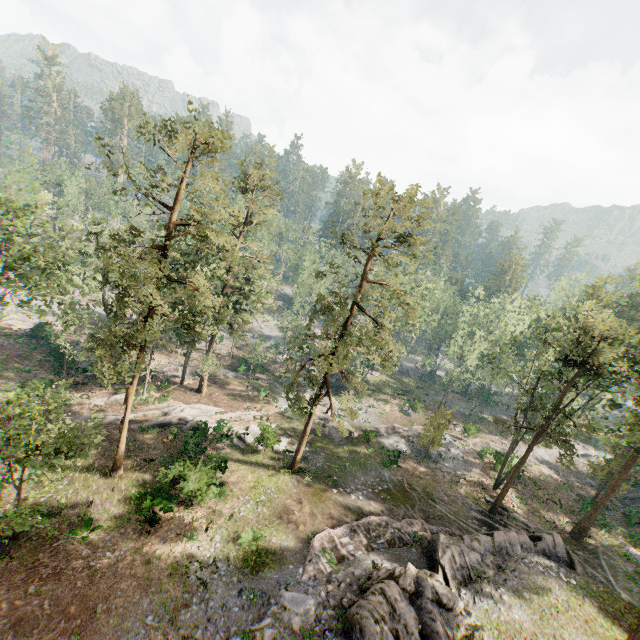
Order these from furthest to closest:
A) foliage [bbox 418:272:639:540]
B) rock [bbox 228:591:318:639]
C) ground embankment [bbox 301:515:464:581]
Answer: foliage [bbox 418:272:639:540] < ground embankment [bbox 301:515:464:581] < rock [bbox 228:591:318:639]

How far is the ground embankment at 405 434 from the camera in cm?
3386

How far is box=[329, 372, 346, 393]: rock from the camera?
49.0 meters

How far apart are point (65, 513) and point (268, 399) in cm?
2368

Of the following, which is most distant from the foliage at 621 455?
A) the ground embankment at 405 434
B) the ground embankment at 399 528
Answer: the ground embankment at 399 528

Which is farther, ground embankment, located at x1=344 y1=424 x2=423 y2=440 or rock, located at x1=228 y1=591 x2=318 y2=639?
ground embankment, located at x1=344 y1=424 x2=423 y2=440

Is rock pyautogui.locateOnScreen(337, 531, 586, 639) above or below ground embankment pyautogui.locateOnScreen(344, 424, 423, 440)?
above

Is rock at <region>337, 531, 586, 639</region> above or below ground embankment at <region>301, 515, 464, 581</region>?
above
